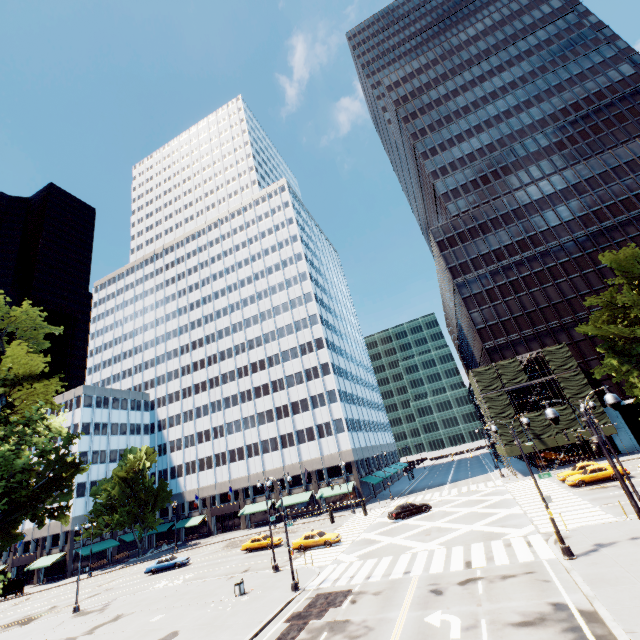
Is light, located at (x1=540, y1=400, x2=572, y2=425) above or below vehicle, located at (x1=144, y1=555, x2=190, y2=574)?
above

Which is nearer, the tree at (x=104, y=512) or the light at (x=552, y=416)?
the light at (x=552, y=416)

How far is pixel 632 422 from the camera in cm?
4591

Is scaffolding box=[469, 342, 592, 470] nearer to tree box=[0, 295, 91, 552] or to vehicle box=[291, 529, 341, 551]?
tree box=[0, 295, 91, 552]

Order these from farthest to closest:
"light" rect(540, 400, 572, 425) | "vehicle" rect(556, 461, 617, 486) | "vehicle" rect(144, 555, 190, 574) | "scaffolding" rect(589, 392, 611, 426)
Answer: "scaffolding" rect(589, 392, 611, 426)
"vehicle" rect(144, 555, 190, 574)
"vehicle" rect(556, 461, 617, 486)
"light" rect(540, 400, 572, 425)

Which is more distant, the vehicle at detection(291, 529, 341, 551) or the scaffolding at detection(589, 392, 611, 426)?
the scaffolding at detection(589, 392, 611, 426)

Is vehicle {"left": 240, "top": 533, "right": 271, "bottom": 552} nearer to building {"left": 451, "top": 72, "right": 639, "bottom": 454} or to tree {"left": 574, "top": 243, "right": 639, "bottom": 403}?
tree {"left": 574, "top": 243, "right": 639, "bottom": 403}

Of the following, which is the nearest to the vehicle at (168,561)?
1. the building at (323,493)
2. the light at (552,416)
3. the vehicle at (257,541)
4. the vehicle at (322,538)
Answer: the vehicle at (257,541)
